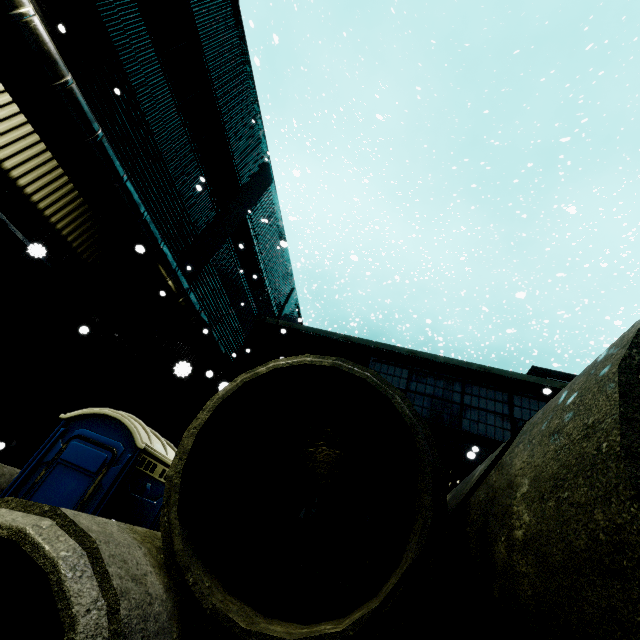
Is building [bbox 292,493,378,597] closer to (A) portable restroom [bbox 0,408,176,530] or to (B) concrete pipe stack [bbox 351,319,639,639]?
(B) concrete pipe stack [bbox 351,319,639,639]

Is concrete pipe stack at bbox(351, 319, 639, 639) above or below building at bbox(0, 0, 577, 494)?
below

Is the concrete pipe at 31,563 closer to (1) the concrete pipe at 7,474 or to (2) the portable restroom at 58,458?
(2) the portable restroom at 58,458

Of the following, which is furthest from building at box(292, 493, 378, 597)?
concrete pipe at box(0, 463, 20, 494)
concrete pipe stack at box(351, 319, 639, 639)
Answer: concrete pipe at box(0, 463, 20, 494)

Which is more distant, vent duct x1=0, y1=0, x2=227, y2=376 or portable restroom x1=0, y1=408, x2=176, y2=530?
vent duct x1=0, y1=0, x2=227, y2=376

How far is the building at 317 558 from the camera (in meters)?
6.32

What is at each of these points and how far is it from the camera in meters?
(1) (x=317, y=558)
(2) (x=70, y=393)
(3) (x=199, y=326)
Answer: (1) building, 6.7 m
(2) building, 7.7 m
(3) vent duct, 10.0 m

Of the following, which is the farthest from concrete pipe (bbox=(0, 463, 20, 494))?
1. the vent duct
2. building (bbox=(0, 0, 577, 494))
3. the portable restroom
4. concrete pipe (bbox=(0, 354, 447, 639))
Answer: the vent duct
